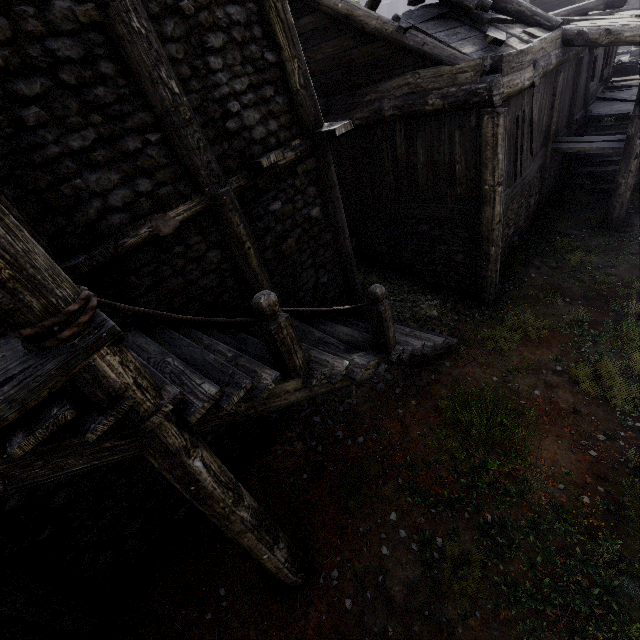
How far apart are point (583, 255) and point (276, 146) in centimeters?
943cm

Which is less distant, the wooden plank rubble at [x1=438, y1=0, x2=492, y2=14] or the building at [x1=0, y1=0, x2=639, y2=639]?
the building at [x1=0, y1=0, x2=639, y2=639]

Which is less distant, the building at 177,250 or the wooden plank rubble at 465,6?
the building at 177,250
